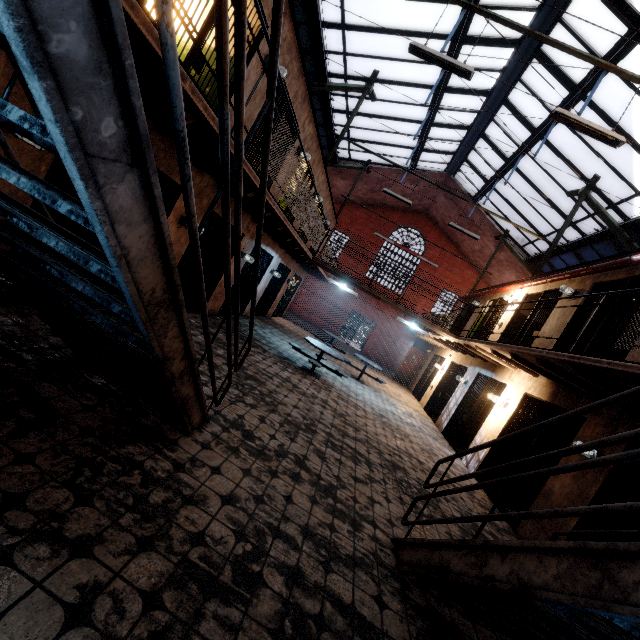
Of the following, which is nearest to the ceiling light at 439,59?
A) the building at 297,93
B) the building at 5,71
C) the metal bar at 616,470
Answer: the building at 297,93

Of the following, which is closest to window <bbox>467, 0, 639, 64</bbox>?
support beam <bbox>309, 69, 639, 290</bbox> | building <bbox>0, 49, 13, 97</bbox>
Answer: support beam <bbox>309, 69, 639, 290</bbox>

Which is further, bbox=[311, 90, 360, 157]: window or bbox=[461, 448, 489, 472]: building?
bbox=[311, 90, 360, 157]: window

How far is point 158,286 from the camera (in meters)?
1.58

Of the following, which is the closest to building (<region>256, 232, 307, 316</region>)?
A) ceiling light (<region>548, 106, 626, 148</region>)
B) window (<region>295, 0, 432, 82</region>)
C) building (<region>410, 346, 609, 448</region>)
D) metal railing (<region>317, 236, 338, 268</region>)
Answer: metal railing (<region>317, 236, 338, 268</region>)

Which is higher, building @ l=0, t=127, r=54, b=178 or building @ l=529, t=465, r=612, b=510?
building @ l=0, t=127, r=54, b=178

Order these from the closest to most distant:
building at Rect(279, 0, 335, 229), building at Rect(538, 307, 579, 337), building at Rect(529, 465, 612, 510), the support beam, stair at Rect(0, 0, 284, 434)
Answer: stair at Rect(0, 0, 284, 434)
building at Rect(529, 465, 612, 510)
building at Rect(279, 0, 335, 229)
building at Rect(538, 307, 579, 337)
the support beam

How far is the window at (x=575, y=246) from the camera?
11.5m
